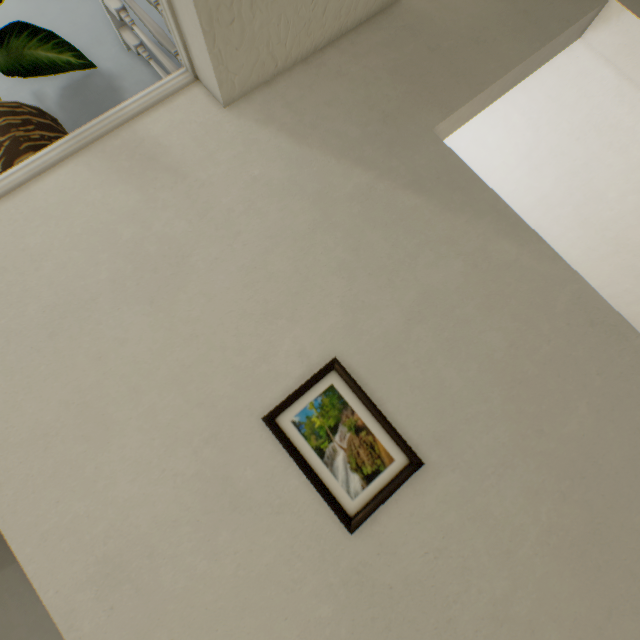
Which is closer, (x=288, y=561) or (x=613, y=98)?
(x=288, y=561)

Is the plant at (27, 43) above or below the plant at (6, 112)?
above

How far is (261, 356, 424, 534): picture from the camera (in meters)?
0.67

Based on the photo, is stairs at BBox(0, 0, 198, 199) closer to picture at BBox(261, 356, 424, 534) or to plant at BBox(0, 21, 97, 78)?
plant at BBox(0, 21, 97, 78)

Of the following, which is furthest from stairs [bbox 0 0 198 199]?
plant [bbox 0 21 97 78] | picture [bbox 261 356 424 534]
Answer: picture [bbox 261 356 424 534]

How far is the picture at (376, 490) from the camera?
0.7 meters
